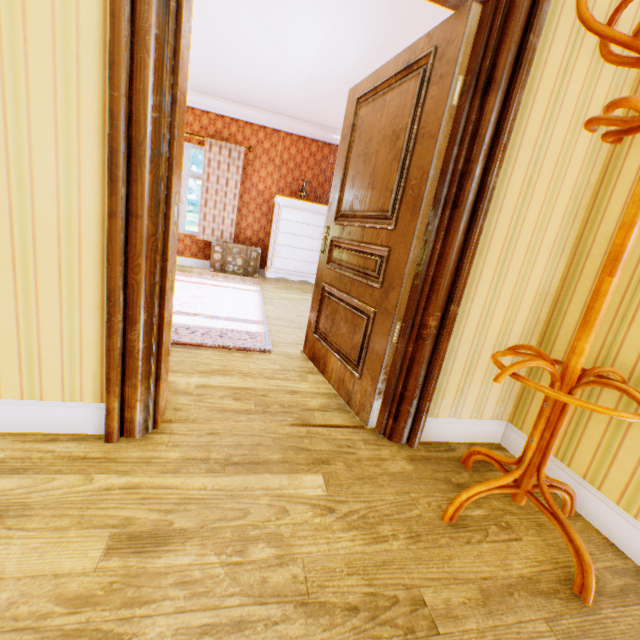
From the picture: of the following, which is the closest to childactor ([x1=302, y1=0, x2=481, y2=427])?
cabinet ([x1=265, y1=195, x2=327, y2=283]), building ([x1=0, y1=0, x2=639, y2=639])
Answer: building ([x1=0, y1=0, x2=639, y2=639])

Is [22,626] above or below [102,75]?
below

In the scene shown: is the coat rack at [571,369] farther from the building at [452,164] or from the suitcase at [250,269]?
the suitcase at [250,269]

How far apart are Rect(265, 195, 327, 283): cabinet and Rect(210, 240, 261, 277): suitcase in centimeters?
21cm

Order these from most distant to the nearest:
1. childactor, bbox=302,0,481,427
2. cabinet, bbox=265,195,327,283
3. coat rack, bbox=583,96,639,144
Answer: cabinet, bbox=265,195,327,283 → childactor, bbox=302,0,481,427 → coat rack, bbox=583,96,639,144

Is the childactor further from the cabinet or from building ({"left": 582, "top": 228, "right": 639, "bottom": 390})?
the cabinet

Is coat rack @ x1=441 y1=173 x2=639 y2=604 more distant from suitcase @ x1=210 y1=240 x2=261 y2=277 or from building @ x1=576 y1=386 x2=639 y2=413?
suitcase @ x1=210 y1=240 x2=261 y2=277

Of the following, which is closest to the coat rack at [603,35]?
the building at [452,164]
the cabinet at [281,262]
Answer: the building at [452,164]
